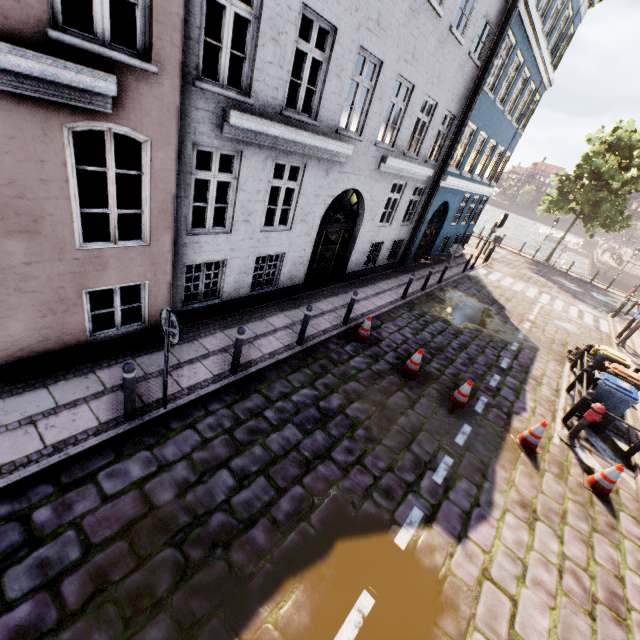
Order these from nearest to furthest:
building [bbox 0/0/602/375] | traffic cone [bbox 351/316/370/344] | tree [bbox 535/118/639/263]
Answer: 1. building [bbox 0/0/602/375]
2. traffic cone [bbox 351/316/370/344]
3. tree [bbox 535/118/639/263]

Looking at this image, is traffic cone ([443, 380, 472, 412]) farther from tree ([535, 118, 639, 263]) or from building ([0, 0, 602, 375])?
tree ([535, 118, 639, 263])

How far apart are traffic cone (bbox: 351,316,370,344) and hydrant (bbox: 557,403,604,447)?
5.1 meters

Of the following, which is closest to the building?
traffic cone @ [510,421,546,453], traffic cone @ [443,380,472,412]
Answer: traffic cone @ [510,421,546,453]

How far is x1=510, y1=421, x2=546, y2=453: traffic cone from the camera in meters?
7.1 m

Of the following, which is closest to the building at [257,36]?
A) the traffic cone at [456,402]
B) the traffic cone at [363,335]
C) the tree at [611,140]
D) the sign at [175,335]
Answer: the sign at [175,335]

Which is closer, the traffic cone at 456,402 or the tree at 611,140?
the traffic cone at 456,402

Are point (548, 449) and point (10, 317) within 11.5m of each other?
yes
